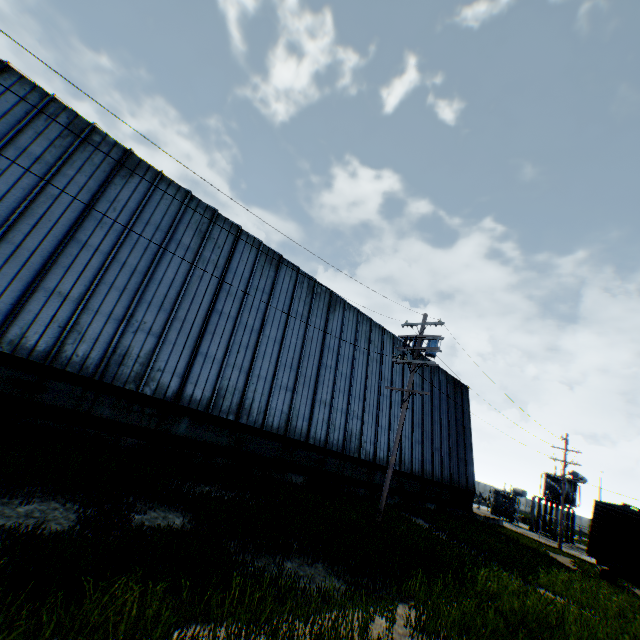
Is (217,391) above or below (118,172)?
below

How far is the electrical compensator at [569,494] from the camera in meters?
36.3

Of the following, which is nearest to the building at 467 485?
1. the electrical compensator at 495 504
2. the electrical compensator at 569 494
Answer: the electrical compensator at 495 504

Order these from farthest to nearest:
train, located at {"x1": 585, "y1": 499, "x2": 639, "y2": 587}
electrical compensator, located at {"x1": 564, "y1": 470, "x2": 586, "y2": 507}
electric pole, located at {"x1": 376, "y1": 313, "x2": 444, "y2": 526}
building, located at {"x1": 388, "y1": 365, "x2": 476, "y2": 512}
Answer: electrical compensator, located at {"x1": 564, "y1": 470, "x2": 586, "y2": 507} → building, located at {"x1": 388, "y1": 365, "x2": 476, "y2": 512} → train, located at {"x1": 585, "y1": 499, "x2": 639, "y2": 587} → electric pole, located at {"x1": 376, "y1": 313, "x2": 444, "y2": 526}

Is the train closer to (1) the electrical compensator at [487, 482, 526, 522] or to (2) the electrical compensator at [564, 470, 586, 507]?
(2) the electrical compensator at [564, 470, 586, 507]

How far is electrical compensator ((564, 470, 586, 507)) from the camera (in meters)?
36.28

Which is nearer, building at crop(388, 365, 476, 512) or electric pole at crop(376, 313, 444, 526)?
electric pole at crop(376, 313, 444, 526)

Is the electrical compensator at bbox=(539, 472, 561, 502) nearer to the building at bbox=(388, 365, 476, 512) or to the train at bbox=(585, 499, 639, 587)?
the train at bbox=(585, 499, 639, 587)
